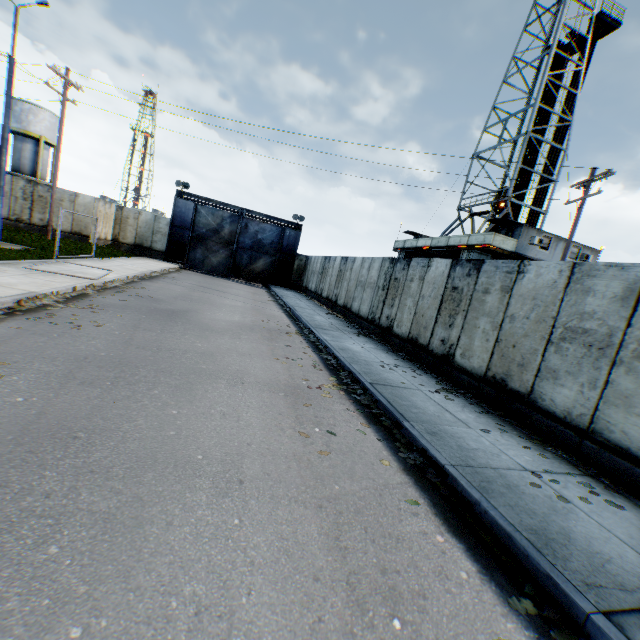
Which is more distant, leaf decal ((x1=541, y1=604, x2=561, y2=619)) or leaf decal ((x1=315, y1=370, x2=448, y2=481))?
leaf decal ((x1=315, y1=370, x2=448, y2=481))

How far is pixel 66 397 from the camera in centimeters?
409cm

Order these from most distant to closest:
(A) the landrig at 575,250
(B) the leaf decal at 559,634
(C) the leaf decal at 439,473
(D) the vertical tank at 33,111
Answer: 1. (D) the vertical tank at 33,111
2. (A) the landrig at 575,250
3. (C) the leaf decal at 439,473
4. (B) the leaf decal at 559,634

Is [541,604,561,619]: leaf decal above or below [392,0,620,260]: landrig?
below

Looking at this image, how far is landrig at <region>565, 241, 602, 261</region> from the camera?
21.6m

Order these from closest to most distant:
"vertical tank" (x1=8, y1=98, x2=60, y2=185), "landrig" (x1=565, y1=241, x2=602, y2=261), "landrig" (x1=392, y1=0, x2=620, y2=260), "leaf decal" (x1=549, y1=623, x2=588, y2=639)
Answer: "leaf decal" (x1=549, y1=623, x2=588, y2=639) → "landrig" (x1=392, y1=0, x2=620, y2=260) → "landrig" (x1=565, y1=241, x2=602, y2=261) → "vertical tank" (x1=8, y1=98, x2=60, y2=185)

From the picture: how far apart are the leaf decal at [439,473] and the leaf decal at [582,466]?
1.9 meters

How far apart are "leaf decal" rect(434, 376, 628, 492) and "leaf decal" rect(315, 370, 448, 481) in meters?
1.9
